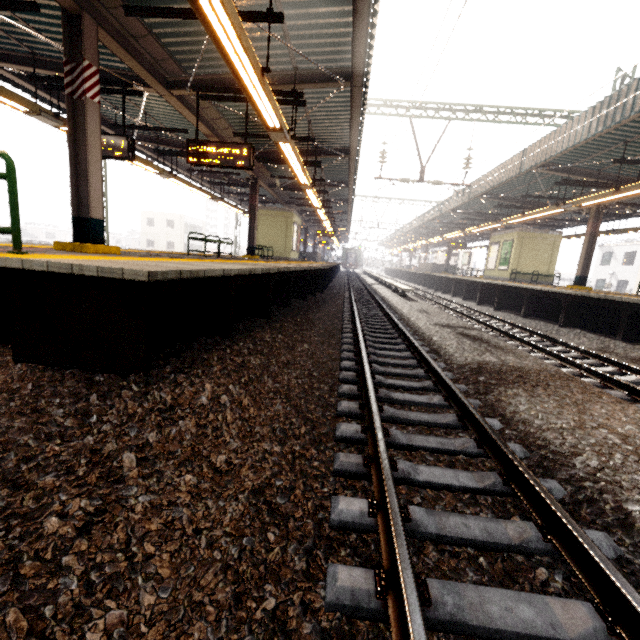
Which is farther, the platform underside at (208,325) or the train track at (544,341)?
the train track at (544,341)

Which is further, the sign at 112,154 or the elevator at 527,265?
the elevator at 527,265

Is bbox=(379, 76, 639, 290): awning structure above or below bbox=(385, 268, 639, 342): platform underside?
above

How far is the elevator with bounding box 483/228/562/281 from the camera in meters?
17.9 m

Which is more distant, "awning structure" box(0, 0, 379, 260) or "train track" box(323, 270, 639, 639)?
"awning structure" box(0, 0, 379, 260)

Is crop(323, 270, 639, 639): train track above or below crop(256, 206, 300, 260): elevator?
below

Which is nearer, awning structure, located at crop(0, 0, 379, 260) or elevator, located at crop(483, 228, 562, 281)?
awning structure, located at crop(0, 0, 379, 260)

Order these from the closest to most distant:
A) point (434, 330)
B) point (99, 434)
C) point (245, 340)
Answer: point (99, 434) < point (245, 340) < point (434, 330)
